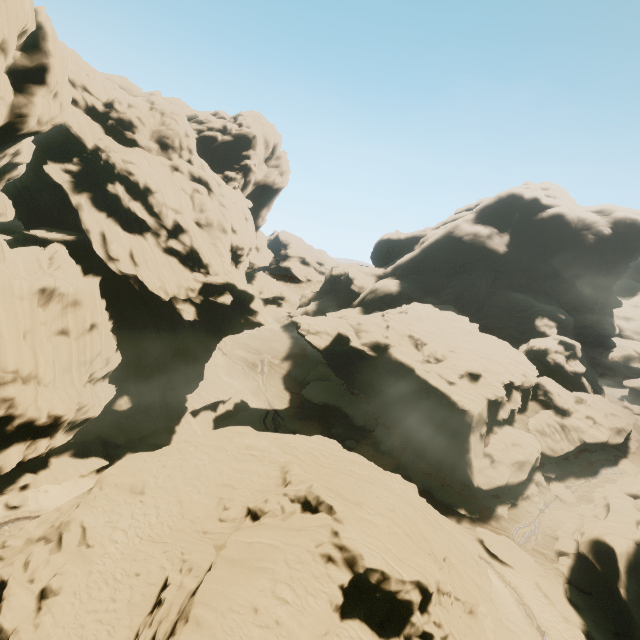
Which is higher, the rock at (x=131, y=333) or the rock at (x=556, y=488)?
the rock at (x=131, y=333)

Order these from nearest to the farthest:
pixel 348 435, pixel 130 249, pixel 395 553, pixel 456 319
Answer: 1. pixel 395 553
2. pixel 130 249
3. pixel 348 435
4. pixel 456 319

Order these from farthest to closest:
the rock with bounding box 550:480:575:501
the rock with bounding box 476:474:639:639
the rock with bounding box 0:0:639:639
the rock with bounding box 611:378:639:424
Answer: the rock with bounding box 611:378:639:424, the rock with bounding box 550:480:575:501, the rock with bounding box 476:474:639:639, the rock with bounding box 0:0:639:639

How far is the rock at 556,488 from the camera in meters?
37.5

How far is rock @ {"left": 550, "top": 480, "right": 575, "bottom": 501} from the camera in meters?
37.5

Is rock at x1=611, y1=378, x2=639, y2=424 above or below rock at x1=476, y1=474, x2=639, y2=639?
above

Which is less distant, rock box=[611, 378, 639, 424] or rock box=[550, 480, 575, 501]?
rock box=[550, 480, 575, 501]
